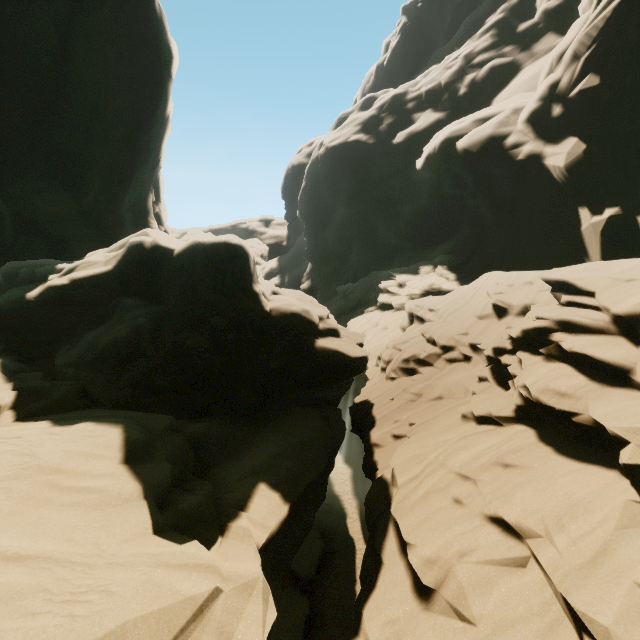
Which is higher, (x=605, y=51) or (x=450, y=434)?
(x=605, y=51)
